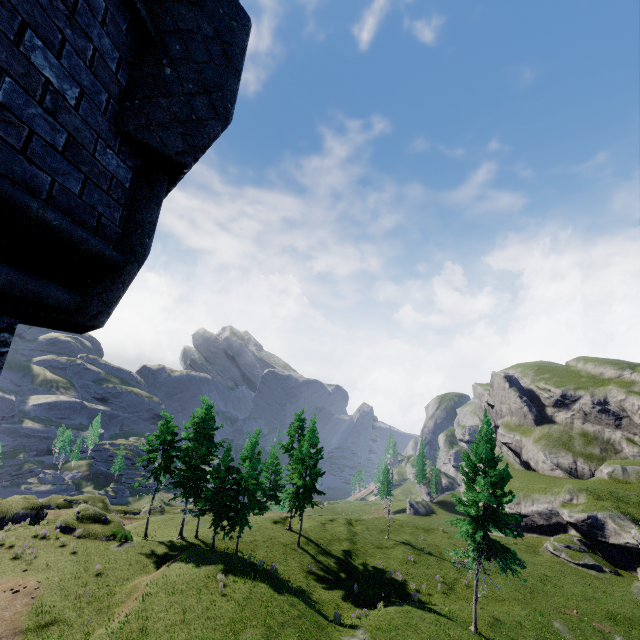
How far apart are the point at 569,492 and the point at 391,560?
30.3m
